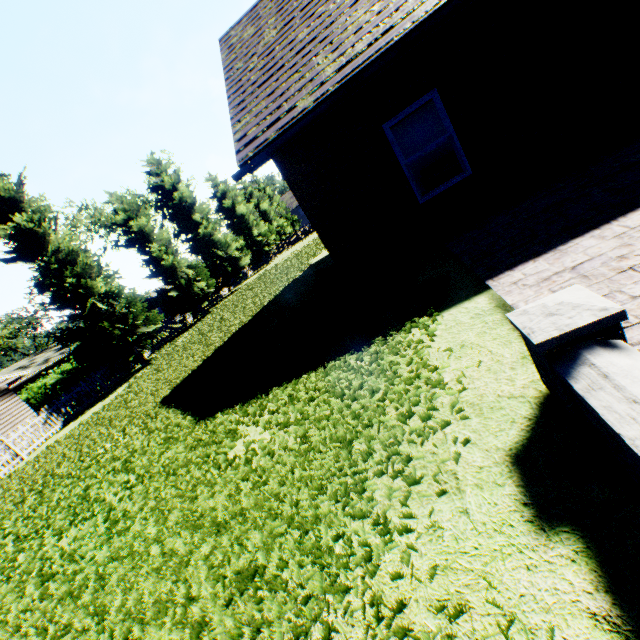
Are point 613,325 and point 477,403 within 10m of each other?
yes

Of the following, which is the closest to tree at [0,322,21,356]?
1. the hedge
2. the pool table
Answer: the hedge

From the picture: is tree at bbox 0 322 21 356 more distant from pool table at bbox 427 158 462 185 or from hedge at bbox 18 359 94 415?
pool table at bbox 427 158 462 185

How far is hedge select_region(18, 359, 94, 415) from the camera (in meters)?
21.42

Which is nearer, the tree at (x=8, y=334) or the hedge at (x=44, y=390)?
the hedge at (x=44, y=390)

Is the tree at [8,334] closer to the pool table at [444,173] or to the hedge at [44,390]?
the hedge at [44,390]

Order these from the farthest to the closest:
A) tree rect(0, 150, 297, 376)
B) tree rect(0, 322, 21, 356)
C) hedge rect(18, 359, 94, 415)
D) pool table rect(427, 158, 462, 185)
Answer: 1. tree rect(0, 322, 21, 356)
2. hedge rect(18, 359, 94, 415)
3. tree rect(0, 150, 297, 376)
4. pool table rect(427, 158, 462, 185)
